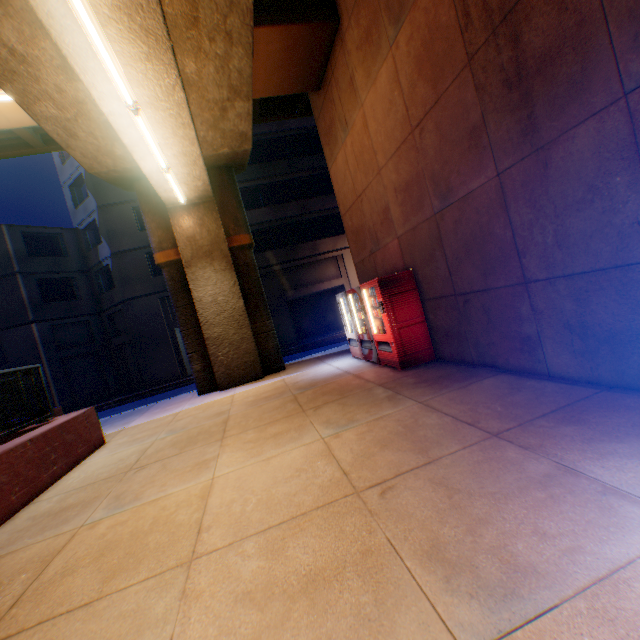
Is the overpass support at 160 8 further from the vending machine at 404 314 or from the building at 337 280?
the building at 337 280

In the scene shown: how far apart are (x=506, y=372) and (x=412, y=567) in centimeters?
383cm

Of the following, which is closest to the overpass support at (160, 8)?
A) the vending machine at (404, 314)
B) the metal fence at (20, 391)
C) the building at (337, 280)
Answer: the metal fence at (20, 391)

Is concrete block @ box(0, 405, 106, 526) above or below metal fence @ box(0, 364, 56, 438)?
below

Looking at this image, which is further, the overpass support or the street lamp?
the overpass support

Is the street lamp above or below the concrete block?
above

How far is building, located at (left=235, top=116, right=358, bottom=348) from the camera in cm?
2228

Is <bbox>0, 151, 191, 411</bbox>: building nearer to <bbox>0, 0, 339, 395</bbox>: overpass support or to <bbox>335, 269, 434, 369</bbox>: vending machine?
<bbox>0, 0, 339, 395</bbox>: overpass support
